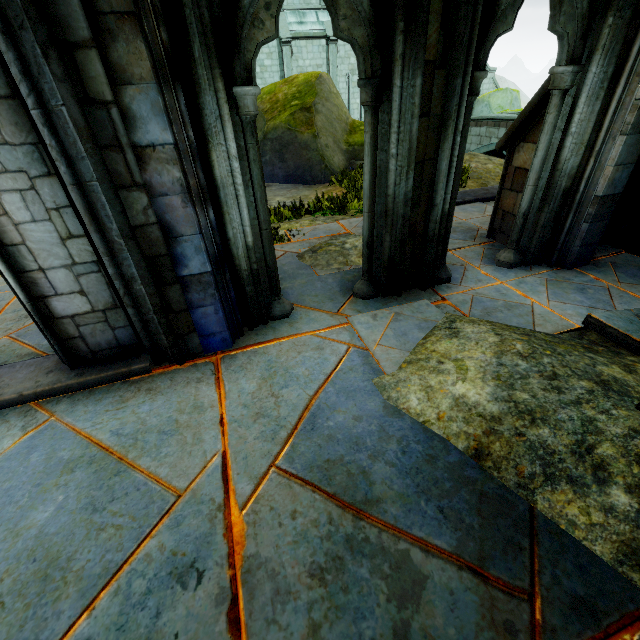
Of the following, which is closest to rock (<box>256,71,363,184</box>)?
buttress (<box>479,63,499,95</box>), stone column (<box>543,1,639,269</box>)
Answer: buttress (<box>479,63,499,95</box>)

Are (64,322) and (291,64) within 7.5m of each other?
no

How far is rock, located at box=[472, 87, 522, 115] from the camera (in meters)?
24.81

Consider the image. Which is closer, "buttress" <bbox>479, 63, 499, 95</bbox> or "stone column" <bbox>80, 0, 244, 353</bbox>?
"stone column" <bbox>80, 0, 244, 353</bbox>

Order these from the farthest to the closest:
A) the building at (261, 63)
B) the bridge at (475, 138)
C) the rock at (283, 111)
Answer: the building at (261, 63)
the bridge at (475, 138)
the rock at (283, 111)

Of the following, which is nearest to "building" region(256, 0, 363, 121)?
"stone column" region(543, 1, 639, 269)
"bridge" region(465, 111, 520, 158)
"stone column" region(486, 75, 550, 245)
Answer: "stone column" region(486, 75, 550, 245)

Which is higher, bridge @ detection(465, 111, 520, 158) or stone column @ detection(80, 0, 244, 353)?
stone column @ detection(80, 0, 244, 353)

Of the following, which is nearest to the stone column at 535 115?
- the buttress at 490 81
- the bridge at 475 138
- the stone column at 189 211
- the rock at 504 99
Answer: the stone column at 189 211
